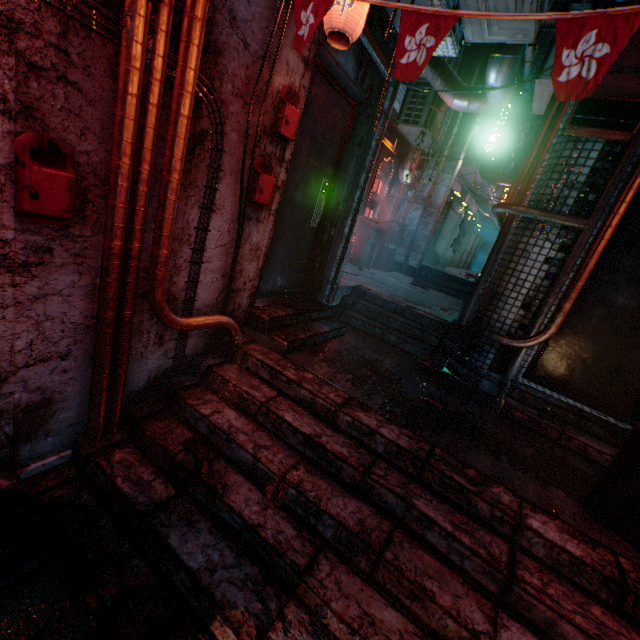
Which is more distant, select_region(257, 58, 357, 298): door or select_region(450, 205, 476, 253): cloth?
select_region(450, 205, 476, 253): cloth

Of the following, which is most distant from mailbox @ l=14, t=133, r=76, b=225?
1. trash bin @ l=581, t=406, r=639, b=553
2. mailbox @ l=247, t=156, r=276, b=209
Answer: trash bin @ l=581, t=406, r=639, b=553

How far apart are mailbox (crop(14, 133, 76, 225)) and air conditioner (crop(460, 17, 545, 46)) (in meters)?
2.57

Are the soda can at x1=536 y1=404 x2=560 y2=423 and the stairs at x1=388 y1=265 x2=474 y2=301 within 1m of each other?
no

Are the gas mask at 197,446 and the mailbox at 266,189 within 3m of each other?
yes

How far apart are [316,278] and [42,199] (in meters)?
2.67

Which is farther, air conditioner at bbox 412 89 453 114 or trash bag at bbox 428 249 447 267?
trash bag at bbox 428 249 447 267

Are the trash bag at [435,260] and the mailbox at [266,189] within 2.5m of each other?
no
